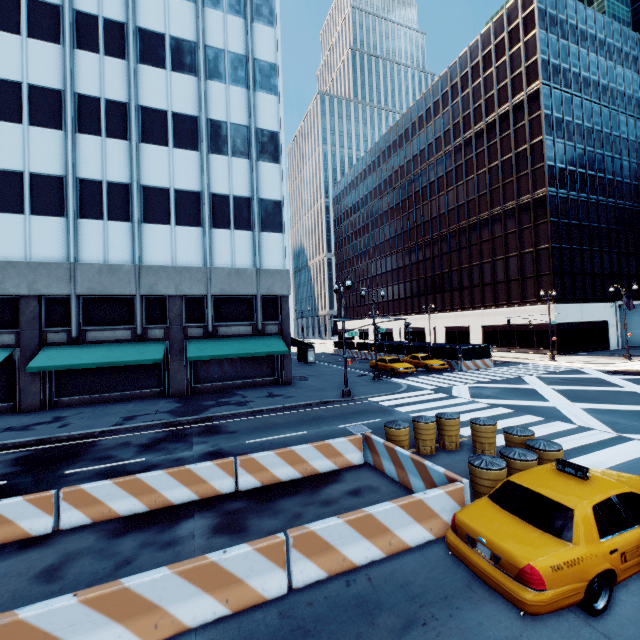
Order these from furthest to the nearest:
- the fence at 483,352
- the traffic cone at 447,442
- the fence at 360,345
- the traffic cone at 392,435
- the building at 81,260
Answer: the fence at 360,345 → the fence at 483,352 → the building at 81,260 → the traffic cone at 447,442 → the traffic cone at 392,435

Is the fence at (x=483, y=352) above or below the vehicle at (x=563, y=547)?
above

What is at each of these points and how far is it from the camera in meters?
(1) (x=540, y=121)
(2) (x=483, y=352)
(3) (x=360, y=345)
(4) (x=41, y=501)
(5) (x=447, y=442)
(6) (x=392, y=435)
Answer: (1) building, 38.2 m
(2) fence, 30.7 m
(3) fence, 47.3 m
(4) concrete barrier, 7.3 m
(5) traffic cone, 11.2 m
(6) traffic cone, 10.4 m

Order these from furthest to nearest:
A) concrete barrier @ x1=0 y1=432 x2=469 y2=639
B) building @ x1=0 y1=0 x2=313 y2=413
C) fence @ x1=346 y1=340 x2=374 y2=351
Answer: fence @ x1=346 y1=340 x2=374 y2=351 → building @ x1=0 y1=0 x2=313 y2=413 → concrete barrier @ x1=0 y1=432 x2=469 y2=639

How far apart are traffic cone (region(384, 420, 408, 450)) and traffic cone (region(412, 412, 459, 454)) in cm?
34

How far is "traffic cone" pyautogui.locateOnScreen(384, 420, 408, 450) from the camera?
10.3 meters

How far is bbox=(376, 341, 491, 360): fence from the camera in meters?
30.1 m
